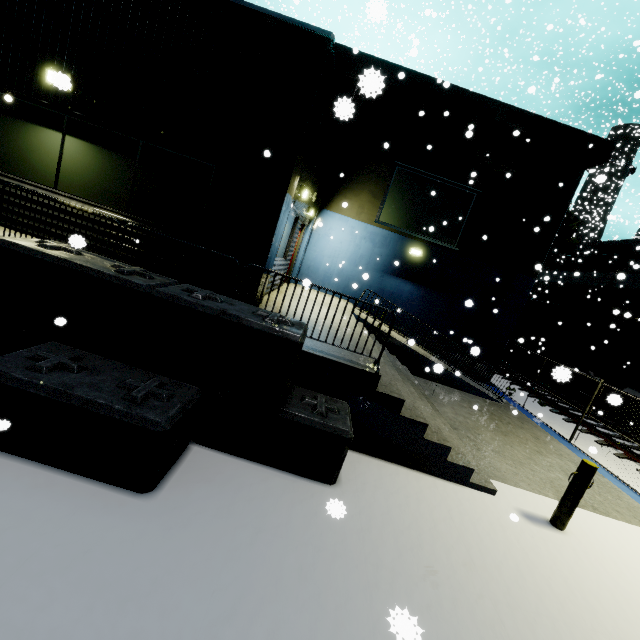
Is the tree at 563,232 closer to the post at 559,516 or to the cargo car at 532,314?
the cargo car at 532,314

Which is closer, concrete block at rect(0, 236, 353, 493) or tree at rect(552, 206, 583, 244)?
concrete block at rect(0, 236, 353, 493)

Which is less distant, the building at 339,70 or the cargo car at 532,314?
the building at 339,70

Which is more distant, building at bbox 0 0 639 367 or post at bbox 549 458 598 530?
building at bbox 0 0 639 367

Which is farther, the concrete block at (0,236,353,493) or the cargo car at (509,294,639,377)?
the cargo car at (509,294,639,377)

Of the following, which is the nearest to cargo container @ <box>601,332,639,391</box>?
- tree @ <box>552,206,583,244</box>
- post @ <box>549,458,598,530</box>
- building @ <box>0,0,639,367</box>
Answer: building @ <box>0,0,639,367</box>

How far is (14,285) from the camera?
3.9m

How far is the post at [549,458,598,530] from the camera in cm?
482
